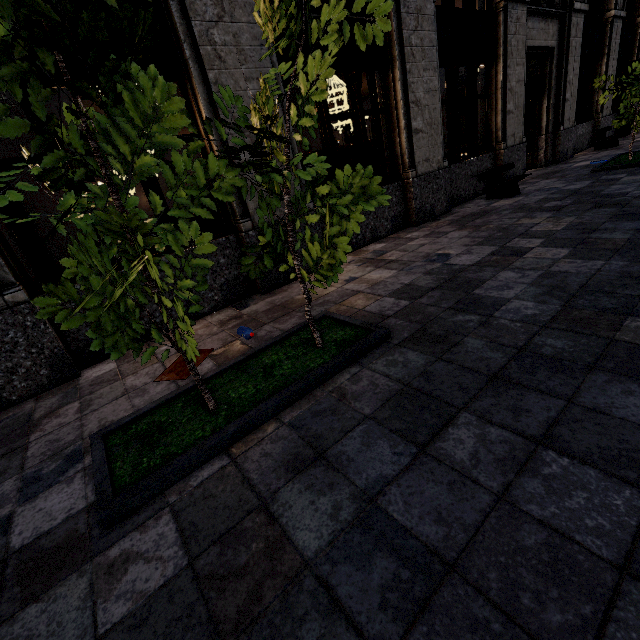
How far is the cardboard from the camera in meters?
3.3 m

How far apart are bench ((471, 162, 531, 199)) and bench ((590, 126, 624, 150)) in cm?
622

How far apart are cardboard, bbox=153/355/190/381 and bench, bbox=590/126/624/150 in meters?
15.1

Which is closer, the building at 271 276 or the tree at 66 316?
the tree at 66 316

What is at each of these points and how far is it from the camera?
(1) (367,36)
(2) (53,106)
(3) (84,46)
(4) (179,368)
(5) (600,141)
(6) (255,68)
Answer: (1) tree, 2.1 meters
(2) building, 12.4 meters
(3) building, 3.5 meters
(4) cardboard, 3.4 meters
(5) bench, 11.9 meters
(6) building, 4.4 meters

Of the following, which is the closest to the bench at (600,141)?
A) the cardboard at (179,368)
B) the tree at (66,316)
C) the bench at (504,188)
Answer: the tree at (66,316)

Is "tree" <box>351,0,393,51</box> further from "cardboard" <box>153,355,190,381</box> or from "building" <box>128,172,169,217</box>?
"building" <box>128,172,169,217</box>

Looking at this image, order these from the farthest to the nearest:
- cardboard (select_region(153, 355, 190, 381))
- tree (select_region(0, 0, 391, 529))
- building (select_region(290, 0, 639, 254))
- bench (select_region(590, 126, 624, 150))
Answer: bench (select_region(590, 126, 624, 150)), building (select_region(290, 0, 639, 254)), cardboard (select_region(153, 355, 190, 381)), tree (select_region(0, 0, 391, 529))
